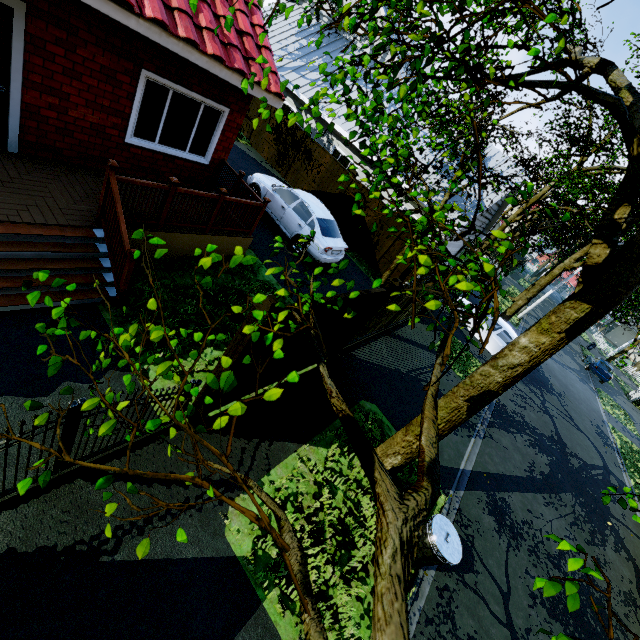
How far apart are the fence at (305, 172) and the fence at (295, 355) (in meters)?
9.32

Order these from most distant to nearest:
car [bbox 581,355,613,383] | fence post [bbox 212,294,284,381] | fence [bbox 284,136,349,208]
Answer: car [bbox 581,355,613,383] → fence [bbox 284,136,349,208] → fence post [bbox 212,294,284,381]

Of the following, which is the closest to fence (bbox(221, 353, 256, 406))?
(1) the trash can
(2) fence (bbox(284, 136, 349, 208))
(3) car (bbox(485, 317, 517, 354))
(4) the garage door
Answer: (1) the trash can

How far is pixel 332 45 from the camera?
18.0 meters

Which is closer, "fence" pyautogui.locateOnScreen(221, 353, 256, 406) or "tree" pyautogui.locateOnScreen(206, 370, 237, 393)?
"tree" pyautogui.locateOnScreen(206, 370, 237, 393)

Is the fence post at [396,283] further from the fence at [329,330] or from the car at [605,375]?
the car at [605,375]

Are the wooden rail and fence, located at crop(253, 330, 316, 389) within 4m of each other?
yes

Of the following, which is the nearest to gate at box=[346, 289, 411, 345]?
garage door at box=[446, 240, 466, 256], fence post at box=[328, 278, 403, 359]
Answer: fence post at box=[328, 278, 403, 359]
